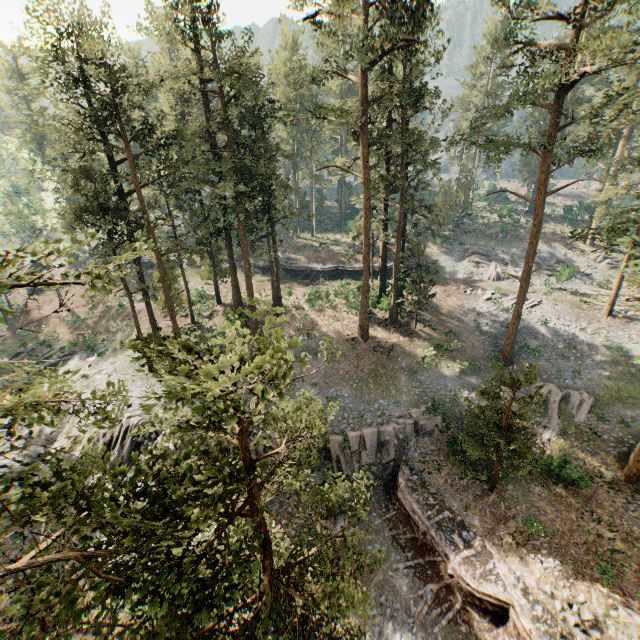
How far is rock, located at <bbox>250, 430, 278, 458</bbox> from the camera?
21.6 meters

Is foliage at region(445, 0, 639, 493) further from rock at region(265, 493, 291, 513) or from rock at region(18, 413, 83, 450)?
rock at region(18, 413, 83, 450)

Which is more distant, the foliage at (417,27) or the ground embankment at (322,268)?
the ground embankment at (322,268)

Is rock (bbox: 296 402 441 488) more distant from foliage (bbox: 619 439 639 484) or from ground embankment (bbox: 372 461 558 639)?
foliage (bbox: 619 439 639 484)

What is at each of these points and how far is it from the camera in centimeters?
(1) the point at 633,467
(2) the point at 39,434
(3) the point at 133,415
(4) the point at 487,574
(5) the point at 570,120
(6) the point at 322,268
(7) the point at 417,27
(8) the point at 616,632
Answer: (1) foliage, 2058cm
(2) rock, 2708cm
(3) rock, 2386cm
(4) ground embankment, 1689cm
(5) foliage, 5550cm
(6) ground embankment, 4572cm
(7) foliage, 2417cm
(8) foliage, 1433cm

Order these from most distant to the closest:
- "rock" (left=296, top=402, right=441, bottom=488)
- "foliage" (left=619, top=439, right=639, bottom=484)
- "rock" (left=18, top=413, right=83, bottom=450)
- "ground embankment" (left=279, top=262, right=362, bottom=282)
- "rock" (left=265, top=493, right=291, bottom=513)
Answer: "ground embankment" (left=279, top=262, right=362, bottom=282) < "rock" (left=18, top=413, right=83, bottom=450) < "rock" (left=296, top=402, right=441, bottom=488) < "rock" (left=265, top=493, right=291, bottom=513) < "foliage" (left=619, top=439, right=639, bottom=484)

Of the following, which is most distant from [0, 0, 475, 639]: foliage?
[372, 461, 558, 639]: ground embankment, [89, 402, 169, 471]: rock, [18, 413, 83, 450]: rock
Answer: [18, 413, 83, 450]: rock

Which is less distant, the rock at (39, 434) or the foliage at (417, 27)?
the foliage at (417, 27)
